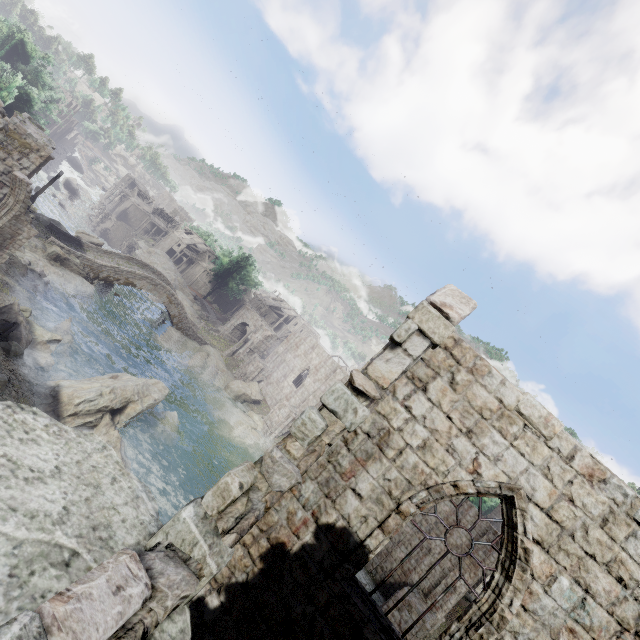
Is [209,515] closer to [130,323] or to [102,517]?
[102,517]

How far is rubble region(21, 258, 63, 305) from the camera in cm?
2225

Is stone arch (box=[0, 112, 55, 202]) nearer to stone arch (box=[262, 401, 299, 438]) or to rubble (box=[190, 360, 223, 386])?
rubble (box=[190, 360, 223, 386])

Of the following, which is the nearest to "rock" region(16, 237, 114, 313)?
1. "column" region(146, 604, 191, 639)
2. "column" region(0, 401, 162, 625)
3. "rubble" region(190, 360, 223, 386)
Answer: "rubble" region(190, 360, 223, 386)

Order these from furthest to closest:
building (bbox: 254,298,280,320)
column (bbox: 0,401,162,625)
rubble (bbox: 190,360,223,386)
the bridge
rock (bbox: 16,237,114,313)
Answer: building (bbox: 254,298,280,320), rubble (bbox: 190,360,223,386), the bridge, rock (bbox: 16,237,114,313), column (bbox: 0,401,162,625)

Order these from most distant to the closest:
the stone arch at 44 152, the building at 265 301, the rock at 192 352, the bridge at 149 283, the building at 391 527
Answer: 1. the building at 265 301
2. the rock at 192 352
3. the bridge at 149 283
4. the stone arch at 44 152
5. the building at 391 527

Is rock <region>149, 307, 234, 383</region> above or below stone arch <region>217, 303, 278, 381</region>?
below

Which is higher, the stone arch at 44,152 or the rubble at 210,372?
the stone arch at 44,152
